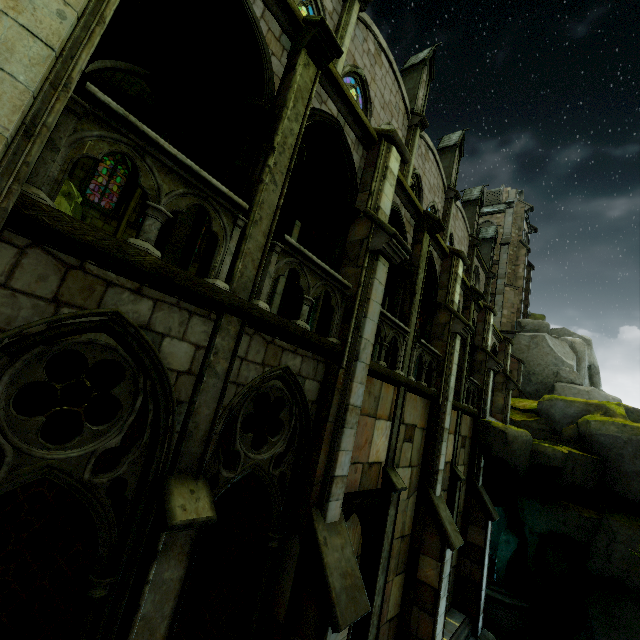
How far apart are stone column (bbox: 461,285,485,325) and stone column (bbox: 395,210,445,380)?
5.1 meters

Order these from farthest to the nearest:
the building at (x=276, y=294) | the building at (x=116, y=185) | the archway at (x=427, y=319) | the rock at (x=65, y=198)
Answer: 1. the building at (x=116, y=185)
2. the rock at (x=65, y=198)
3. the archway at (x=427, y=319)
4. the building at (x=276, y=294)

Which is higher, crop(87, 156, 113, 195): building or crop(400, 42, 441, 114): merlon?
crop(87, 156, 113, 195): building

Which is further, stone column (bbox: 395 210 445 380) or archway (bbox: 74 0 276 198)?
stone column (bbox: 395 210 445 380)

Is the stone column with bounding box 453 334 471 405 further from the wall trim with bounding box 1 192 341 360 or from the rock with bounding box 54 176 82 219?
the rock with bounding box 54 176 82 219

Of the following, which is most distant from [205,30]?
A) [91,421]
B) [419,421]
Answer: [419,421]

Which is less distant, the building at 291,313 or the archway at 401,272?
the archway at 401,272

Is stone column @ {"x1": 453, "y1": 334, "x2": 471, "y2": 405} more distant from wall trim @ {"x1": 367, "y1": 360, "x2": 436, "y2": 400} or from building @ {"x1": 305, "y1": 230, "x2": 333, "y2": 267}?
wall trim @ {"x1": 367, "y1": 360, "x2": 436, "y2": 400}
